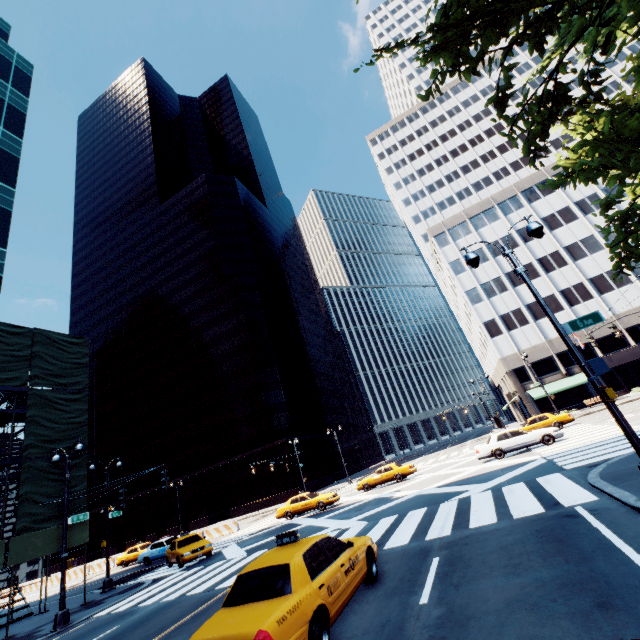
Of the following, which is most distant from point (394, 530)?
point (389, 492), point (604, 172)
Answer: point (604, 172)

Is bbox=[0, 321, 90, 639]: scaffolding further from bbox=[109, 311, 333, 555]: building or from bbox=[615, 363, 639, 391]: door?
bbox=[615, 363, 639, 391]: door

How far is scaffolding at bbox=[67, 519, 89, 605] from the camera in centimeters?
1742cm

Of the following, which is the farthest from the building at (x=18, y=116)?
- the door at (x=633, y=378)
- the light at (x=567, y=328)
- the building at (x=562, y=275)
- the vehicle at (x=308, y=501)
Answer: the door at (x=633, y=378)

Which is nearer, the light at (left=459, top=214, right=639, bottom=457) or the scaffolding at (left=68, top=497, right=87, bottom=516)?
the light at (left=459, top=214, right=639, bottom=457)

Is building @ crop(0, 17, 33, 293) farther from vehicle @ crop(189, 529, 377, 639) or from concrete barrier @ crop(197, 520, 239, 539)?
vehicle @ crop(189, 529, 377, 639)

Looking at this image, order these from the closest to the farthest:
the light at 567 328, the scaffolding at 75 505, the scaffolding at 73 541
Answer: the light at 567 328
the scaffolding at 73 541
the scaffolding at 75 505

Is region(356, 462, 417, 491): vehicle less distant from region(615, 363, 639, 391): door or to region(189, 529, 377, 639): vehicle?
region(189, 529, 377, 639): vehicle
